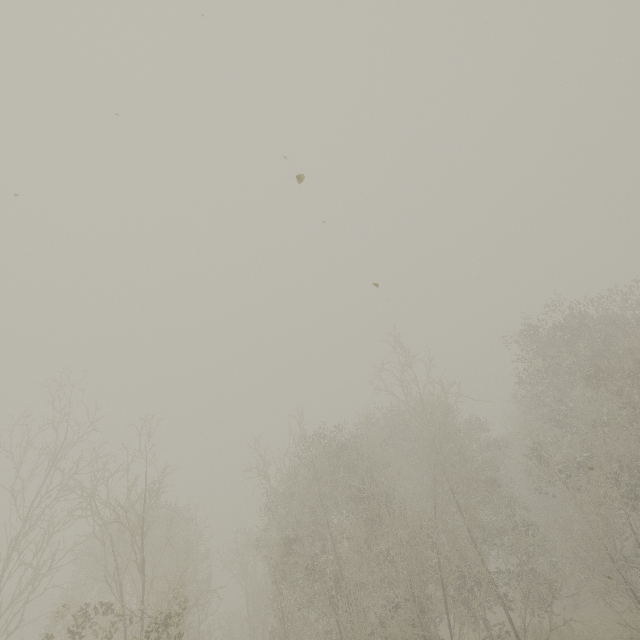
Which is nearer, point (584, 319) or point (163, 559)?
point (584, 319)
